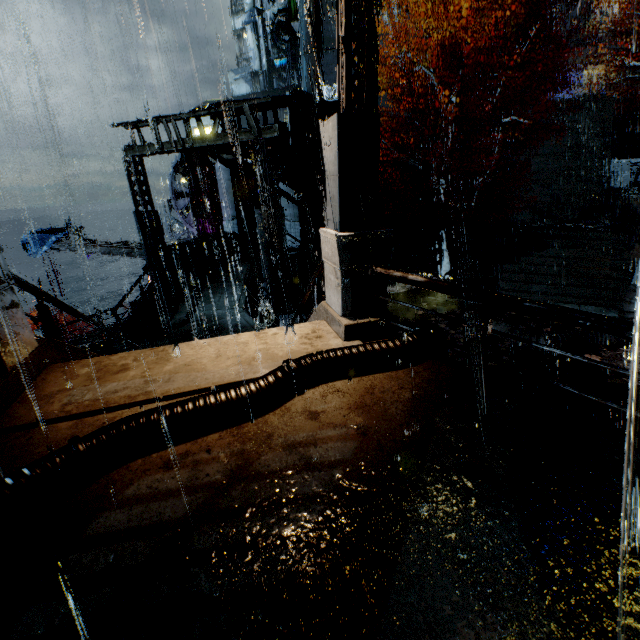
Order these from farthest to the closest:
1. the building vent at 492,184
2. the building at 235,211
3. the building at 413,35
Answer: the building at 413,35 → the building vent at 492,184 → the building at 235,211

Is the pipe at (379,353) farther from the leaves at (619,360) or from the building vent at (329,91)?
the building vent at (329,91)

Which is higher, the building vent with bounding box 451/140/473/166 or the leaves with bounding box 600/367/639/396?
the building vent with bounding box 451/140/473/166

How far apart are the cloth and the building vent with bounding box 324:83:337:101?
27.85m

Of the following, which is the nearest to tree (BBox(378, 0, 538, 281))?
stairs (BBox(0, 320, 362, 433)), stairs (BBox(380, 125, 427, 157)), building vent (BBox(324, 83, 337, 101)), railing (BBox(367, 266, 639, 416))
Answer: stairs (BBox(380, 125, 427, 157))

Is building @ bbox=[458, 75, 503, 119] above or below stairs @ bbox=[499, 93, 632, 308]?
above

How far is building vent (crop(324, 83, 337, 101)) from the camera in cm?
3484

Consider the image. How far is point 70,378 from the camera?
4.19m
